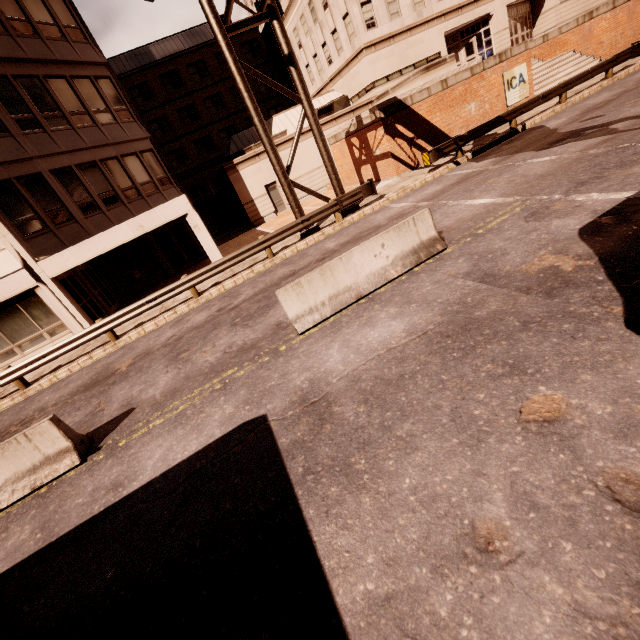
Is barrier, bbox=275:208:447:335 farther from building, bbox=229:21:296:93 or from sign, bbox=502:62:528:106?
building, bbox=229:21:296:93

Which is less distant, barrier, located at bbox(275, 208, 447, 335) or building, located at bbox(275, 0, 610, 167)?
barrier, located at bbox(275, 208, 447, 335)

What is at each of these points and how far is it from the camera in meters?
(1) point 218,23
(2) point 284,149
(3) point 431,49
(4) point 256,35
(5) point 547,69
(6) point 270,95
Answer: (1) sign, 11.4 m
(2) building, 25.1 m
(3) building, 26.8 m
(4) building, 38.3 m
(5) bp, 21.5 m
(6) building, 40.6 m

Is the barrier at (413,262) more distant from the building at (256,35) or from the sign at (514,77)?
the building at (256,35)

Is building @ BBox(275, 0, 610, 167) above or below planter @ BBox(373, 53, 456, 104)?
above

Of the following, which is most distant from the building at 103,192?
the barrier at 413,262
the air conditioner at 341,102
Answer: the air conditioner at 341,102

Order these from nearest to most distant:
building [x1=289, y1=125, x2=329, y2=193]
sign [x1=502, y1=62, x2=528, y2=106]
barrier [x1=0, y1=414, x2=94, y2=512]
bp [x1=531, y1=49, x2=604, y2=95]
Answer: barrier [x1=0, y1=414, x2=94, y2=512]
sign [x1=502, y1=62, x2=528, y2=106]
bp [x1=531, y1=49, x2=604, y2=95]
building [x1=289, y1=125, x2=329, y2=193]

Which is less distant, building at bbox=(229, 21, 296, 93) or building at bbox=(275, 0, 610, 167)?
building at bbox=(275, 0, 610, 167)
